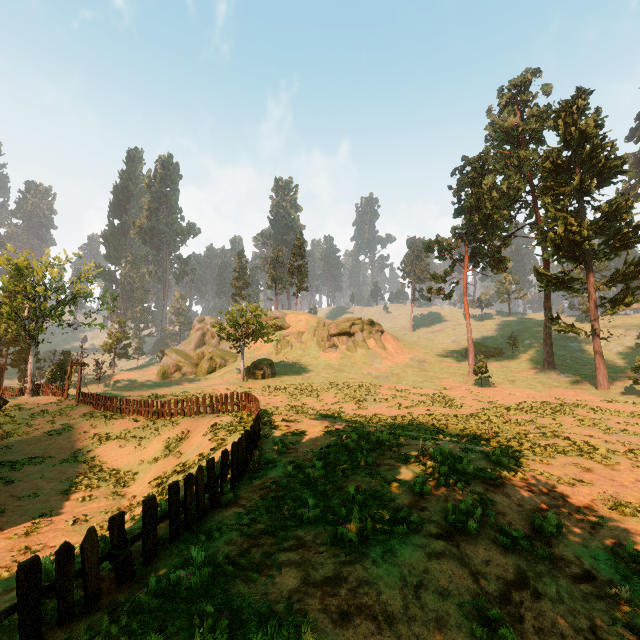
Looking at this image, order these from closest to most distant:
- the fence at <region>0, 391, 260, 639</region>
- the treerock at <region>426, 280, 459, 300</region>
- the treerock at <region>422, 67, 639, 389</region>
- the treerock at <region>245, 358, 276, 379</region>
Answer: the fence at <region>0, 391, 260, 639</region> < the treerock at <region>422, 67, 639, 389</region> < the treerock at <region>245, 358, 276, 379</region> < the treerock at <region>426, 280, 459, 300</region>

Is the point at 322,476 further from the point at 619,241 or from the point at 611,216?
the point at 619,241

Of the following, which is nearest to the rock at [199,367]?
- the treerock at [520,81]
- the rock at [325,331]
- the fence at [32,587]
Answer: the rock at [325,331]

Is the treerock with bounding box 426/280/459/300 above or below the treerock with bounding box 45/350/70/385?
above

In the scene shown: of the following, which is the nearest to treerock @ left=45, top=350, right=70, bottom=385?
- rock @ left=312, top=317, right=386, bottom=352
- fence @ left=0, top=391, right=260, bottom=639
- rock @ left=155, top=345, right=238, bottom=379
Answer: rock @ left=155, top=345, right=238, bottom=379

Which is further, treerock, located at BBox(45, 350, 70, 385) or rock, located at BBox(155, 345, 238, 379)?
rock, located at BBox(155, 345, 238, 379)

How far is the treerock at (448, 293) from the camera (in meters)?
44.03

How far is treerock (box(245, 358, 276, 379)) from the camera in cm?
4134
